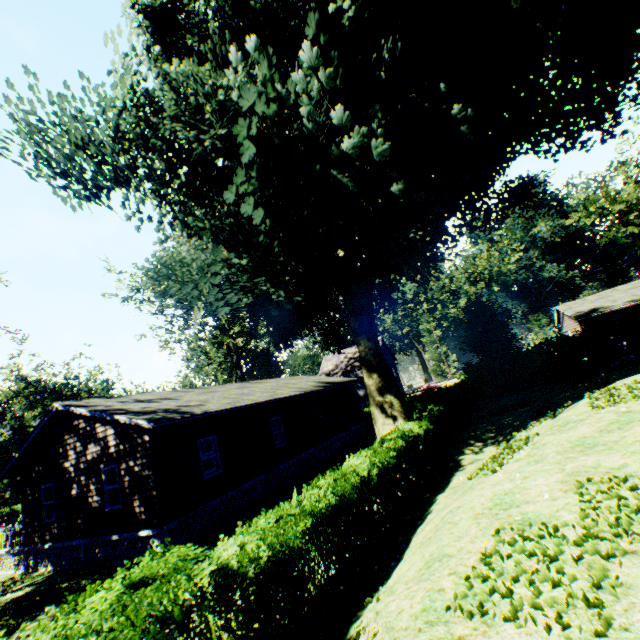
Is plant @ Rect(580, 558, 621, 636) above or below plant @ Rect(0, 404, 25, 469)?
below

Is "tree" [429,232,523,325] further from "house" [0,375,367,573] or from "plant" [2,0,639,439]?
"house" [0,375,367,573]

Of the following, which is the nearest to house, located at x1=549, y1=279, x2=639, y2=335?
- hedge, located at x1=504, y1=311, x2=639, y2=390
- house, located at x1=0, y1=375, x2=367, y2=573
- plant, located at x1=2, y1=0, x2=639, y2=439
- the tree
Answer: hedge, located at x1=504, y1=311, x2=639, y2=390

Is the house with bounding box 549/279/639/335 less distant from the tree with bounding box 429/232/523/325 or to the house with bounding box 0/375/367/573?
the tree with bounding box 429/232/523/325

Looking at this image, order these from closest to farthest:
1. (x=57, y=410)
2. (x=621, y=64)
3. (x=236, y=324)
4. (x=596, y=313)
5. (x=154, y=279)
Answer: (x=621, y=64) < (x=57, y=410) < (x=154, y=279) < (x=236, y=324) < (x=596, y=313)

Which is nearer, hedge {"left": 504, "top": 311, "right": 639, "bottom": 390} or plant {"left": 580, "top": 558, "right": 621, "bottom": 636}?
plant {"left": 580, "top": 558, "right": 621, "bottom": 636}

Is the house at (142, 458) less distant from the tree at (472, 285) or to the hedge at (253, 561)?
the hedge at (253, 561)

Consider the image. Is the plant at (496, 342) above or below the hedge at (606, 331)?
above
